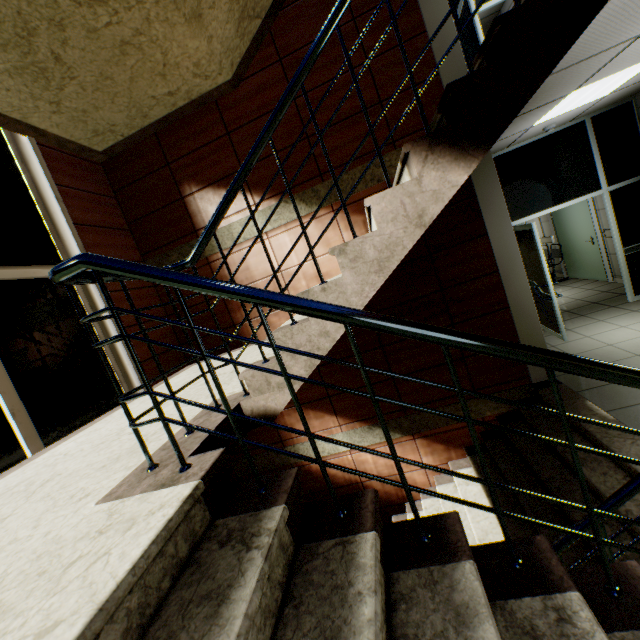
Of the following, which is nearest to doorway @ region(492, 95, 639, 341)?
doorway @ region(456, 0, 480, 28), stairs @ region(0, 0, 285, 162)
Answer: doorway @ region(456, 0, 480, 28)

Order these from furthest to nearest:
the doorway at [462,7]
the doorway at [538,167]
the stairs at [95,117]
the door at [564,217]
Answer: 1. the door at [564,217]
2. the doorway at [538,167]
3. the doorway at [462,7]
4. the stairs at [95,117]

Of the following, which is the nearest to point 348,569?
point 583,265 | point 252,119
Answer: point 252,119

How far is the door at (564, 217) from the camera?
7.18m

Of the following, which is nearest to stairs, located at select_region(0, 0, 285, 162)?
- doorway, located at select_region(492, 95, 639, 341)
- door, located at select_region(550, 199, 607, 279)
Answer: doorway, located at select_region(492, 95, 639, 341)

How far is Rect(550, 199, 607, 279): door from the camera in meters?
7.2 m

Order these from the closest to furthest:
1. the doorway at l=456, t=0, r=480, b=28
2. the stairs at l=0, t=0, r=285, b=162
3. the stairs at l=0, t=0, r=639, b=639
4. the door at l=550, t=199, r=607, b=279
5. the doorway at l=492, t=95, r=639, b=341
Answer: the stairs at l=0, t=0, r=639, b=639, the stairs at l=0, t=0, r=285, b=162, the doorway at l=456, t=0, r=480, b=28, the doorway at l=492, t=95, r=639, b=341, the door at l=550, t=199, r=607, b=279

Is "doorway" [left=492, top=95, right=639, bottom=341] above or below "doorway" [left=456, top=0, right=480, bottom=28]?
below
